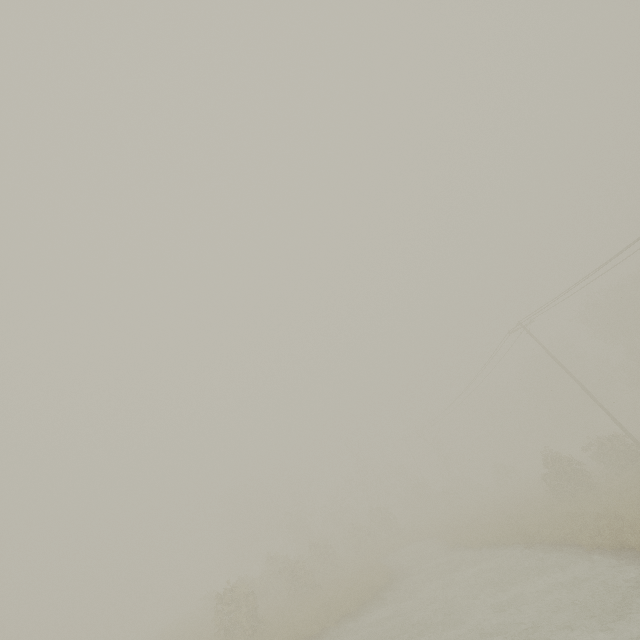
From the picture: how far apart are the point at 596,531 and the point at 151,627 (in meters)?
54.95

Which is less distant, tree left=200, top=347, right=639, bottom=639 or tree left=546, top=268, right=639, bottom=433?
tree left=200, top=347, right=639, bottom=639

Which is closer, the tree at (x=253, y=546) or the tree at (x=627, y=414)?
the tree at (x=253, y=546)
